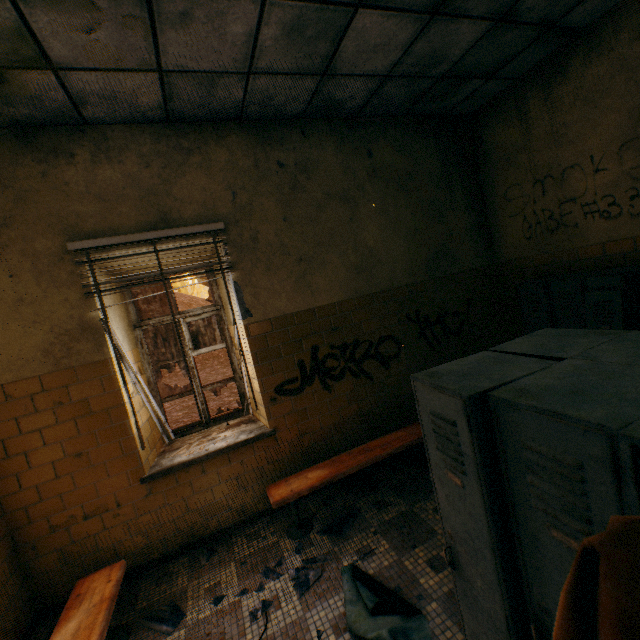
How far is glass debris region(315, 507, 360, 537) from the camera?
2.9m

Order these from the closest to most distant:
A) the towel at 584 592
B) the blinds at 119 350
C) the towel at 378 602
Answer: the towel at 584 592
the towel at 378 602
the blinds at 119 350

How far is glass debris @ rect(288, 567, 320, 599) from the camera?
2.40m

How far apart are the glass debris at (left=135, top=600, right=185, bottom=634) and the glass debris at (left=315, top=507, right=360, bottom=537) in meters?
1.2 m

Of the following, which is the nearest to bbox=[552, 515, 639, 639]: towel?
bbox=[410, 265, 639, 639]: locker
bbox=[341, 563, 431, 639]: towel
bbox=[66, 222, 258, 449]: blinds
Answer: bbox=[410, 265, 639, 639]: locker

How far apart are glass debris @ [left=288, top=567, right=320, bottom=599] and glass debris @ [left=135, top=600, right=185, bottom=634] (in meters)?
0.86

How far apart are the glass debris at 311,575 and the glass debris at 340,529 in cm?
23

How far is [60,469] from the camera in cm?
272
